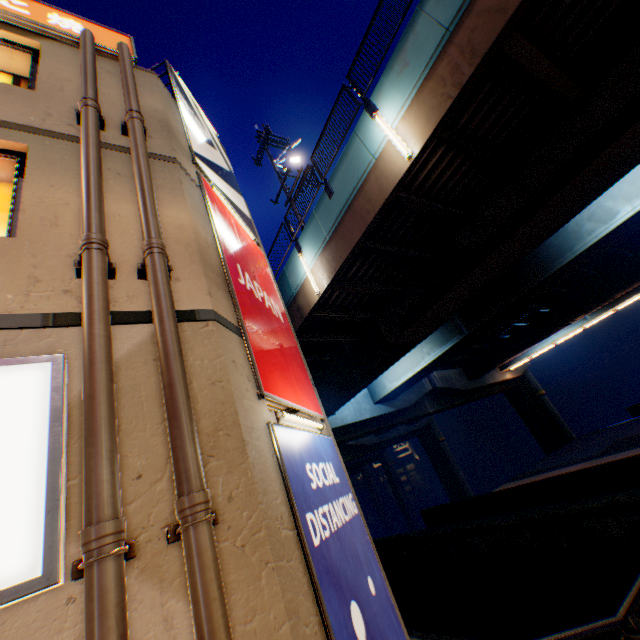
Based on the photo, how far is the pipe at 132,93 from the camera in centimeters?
480cm

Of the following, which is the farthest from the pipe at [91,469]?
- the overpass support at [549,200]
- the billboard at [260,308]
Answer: the overpass support at [549,200]

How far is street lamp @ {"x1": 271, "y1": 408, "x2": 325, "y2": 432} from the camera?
4.04m

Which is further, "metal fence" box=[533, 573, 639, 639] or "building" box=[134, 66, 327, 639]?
"metal fence" box=[533, 573, 639, 639]

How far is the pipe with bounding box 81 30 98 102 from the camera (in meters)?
4.51

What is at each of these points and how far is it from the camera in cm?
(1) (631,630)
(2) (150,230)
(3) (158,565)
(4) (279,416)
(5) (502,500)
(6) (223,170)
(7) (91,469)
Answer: (1) metal fence, 354
(2) pipe, 350
(3) building, 224
(4) street lamp, 402
(5) concrete block, 1461
(6) billboard, 817
(7) pipe, 210

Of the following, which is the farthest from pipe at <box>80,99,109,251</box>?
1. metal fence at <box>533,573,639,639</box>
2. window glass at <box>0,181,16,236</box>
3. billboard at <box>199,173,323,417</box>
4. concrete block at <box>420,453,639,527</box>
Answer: concrete block at <box>420,453,639,527</box>

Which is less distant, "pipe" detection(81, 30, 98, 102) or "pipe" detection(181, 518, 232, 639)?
"pipe" detection(181, 518, 232, 639)
